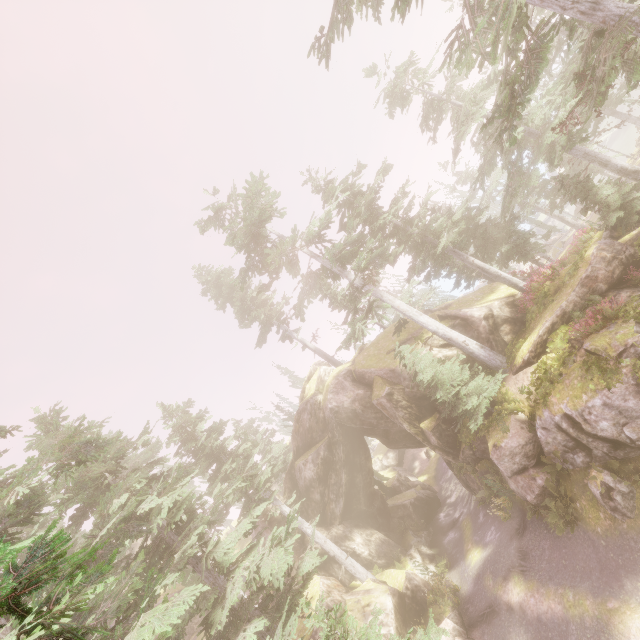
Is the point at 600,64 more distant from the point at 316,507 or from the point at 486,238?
the point at 316,507

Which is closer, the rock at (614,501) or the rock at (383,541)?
the rock at (614,501)

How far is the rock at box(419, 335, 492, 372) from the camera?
21.17m

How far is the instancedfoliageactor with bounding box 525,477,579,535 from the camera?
13.9 meters

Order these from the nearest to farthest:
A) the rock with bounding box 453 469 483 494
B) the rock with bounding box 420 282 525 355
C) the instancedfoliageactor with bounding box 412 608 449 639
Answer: the instancedfoliageactor with bounding box 412 608 449 639 < the rock with bounding box 420 282 525 355 < the rock with bounding box 453 469 483 494

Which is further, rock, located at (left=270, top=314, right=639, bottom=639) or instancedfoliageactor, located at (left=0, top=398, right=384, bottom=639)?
rock, located at (left=270, top=314, right=639, bottom=639)

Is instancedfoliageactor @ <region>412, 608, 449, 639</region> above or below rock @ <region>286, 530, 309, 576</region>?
below

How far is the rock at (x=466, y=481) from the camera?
21.5 meters
